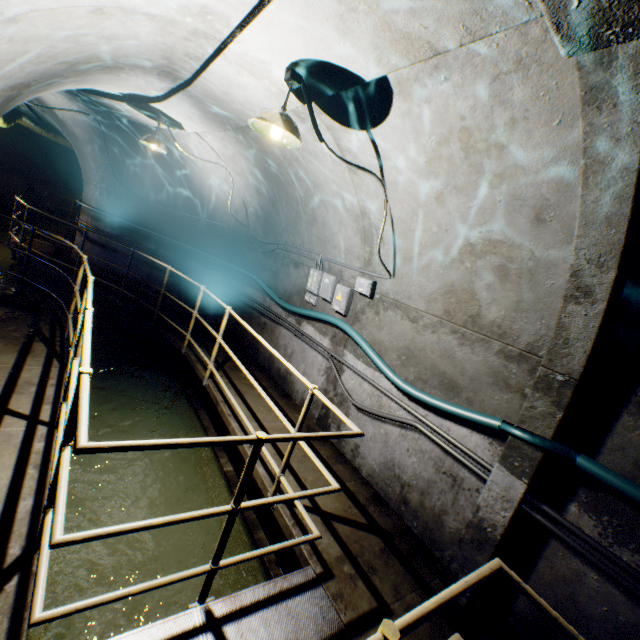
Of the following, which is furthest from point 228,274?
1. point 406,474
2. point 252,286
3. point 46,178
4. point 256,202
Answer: point 46,178

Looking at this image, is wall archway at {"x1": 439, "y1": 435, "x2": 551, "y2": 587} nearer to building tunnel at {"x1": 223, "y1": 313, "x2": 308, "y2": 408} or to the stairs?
building tunnel at {"x1": 223, "y1": 313, "x2": 308, "y2": 408}

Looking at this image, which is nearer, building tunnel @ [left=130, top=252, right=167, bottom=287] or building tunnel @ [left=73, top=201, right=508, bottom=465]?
building tunnel @ [left=73, top=201, right=508, bottom=465]

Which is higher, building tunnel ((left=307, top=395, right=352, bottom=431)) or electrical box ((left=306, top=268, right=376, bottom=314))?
electrical box ((left=306, top=268, right=376, bottom=314))

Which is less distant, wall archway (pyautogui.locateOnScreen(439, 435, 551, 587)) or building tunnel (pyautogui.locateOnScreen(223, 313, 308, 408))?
wall archway (pyautogui.locateOnScreen(439, 435, 551, 587))

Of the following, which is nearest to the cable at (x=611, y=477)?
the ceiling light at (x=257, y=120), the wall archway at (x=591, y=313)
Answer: the wall archway at (x=591, y=313)

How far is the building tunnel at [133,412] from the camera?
4.9m
